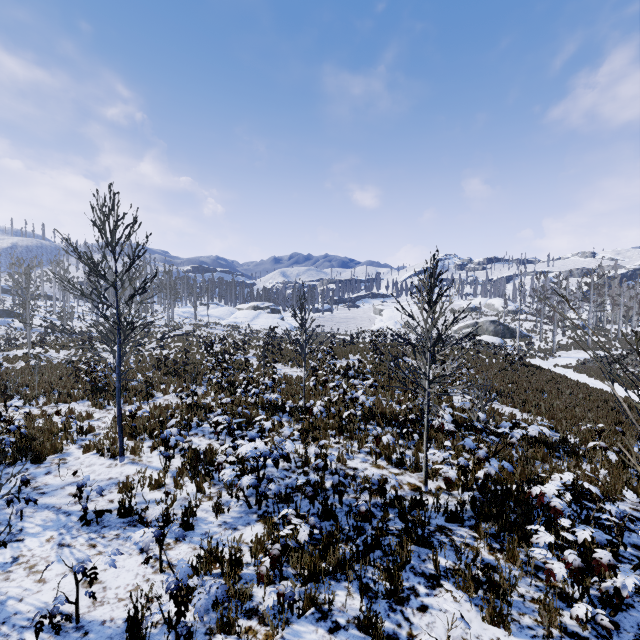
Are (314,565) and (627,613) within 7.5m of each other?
yes

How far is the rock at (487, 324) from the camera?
44.50m

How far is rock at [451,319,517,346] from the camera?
44.50m
